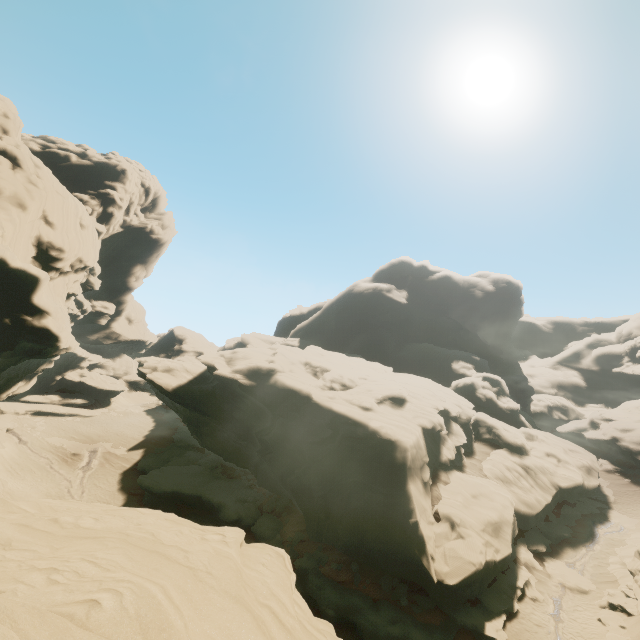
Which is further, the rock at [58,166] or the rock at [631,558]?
the rock at [58,166]

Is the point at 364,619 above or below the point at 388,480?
below

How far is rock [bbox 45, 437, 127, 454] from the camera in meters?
43.9

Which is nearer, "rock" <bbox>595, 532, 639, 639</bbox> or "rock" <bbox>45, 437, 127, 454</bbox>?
"rock" <bbox>595, 532, 639, 639</bbox>

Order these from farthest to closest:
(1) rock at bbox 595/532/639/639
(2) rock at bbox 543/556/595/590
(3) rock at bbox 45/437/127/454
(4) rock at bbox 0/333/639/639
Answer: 1. (3) rock at bbox 45/437/127/454
2. (2) rock at bbox 543/556/595/590
3. (1) rock at bbox 595/532/639/639
4. (4) rock at bbox 0/333/639/639

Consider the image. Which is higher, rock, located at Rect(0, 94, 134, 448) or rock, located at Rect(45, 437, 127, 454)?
rock, located at Rect(0, 94, 134, 448)

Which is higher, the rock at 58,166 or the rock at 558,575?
the rock at 58,166
